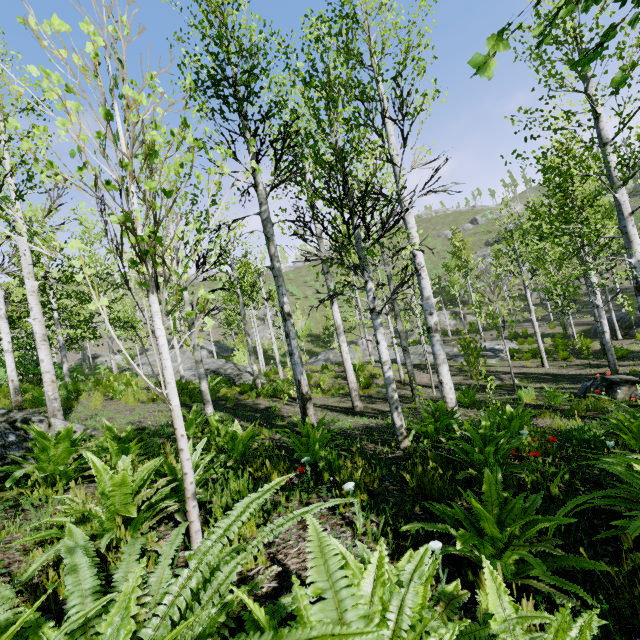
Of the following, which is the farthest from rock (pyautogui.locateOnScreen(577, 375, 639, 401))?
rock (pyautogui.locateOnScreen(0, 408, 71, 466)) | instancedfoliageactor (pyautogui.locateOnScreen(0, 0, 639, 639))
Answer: rock (pyautogui.locateOnScreen(0, 408, 71, 466))

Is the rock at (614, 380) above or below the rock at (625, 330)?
above

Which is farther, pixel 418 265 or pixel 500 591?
pixel 418 265

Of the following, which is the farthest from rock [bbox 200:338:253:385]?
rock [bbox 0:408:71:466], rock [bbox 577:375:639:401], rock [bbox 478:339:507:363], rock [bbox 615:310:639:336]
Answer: rock [bbox 615:310:639:336]

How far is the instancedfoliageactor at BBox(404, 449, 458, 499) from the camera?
2.9m

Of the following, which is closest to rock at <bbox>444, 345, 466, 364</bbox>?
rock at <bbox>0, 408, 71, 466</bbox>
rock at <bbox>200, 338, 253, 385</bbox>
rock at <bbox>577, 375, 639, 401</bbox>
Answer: rock at <bbox>200, 338, 253, 385</bbox>

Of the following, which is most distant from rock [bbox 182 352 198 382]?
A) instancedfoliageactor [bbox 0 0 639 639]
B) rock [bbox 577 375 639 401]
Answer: rock [bbox 577 375 639 401]

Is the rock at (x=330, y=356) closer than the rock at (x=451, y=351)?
No
